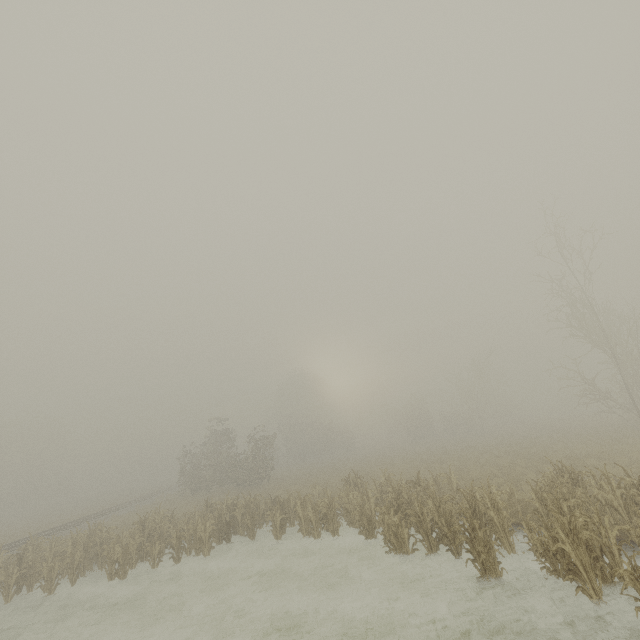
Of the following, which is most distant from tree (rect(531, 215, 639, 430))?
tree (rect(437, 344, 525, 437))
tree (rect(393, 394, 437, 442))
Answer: tree (rect(393, 394, 437, 442))

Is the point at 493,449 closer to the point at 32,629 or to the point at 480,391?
the point at 480,391

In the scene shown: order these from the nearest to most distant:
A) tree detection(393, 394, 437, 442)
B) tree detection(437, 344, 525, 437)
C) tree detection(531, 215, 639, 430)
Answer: tree detection(531, 215, 639, 430)
tree detection(437, 344, 525, 437)
tree detection(393, 394, 437, 442)

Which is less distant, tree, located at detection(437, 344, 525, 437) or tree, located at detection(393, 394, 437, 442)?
tree, located at detection(437, 344, 525, 437)

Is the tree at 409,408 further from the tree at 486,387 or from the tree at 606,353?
the tree at 606,353

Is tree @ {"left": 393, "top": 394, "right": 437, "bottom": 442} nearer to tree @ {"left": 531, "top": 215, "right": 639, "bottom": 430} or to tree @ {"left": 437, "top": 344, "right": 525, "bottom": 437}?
tree @ {"left": 437, "top": 344, "right": 525, "bottom": 437}

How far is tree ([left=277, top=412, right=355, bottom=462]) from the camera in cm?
4831
